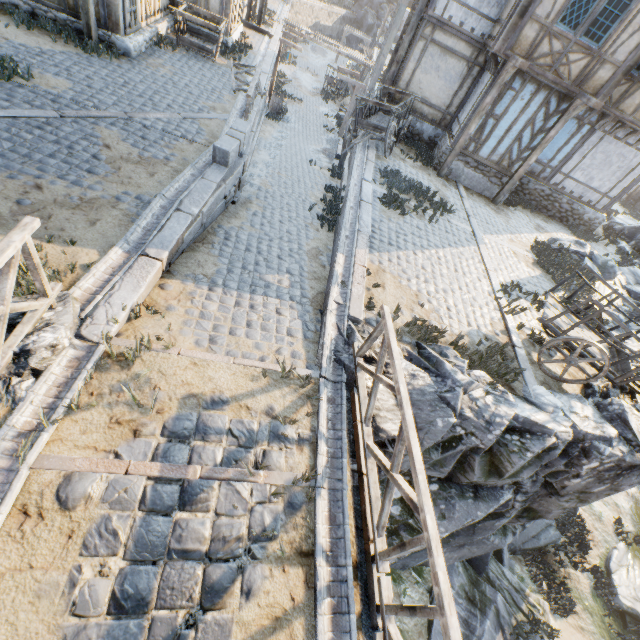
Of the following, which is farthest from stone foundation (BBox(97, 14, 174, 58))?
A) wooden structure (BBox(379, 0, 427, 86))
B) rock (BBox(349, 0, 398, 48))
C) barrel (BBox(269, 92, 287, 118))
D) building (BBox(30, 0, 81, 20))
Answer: rock (BBox(349, 0, 398, 48))

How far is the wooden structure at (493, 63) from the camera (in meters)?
10.85

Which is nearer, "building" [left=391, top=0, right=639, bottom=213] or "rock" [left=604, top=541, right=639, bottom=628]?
"building" [left=391, top=0, right=639, bottom=213]

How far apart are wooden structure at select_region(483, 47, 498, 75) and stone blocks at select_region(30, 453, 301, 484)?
14.6m

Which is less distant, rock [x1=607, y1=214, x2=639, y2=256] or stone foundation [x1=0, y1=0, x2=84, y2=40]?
stone foundation [x1=0, y1=0, x2=84, y2=40]

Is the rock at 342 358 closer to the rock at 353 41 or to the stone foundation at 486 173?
the rock at 353 41

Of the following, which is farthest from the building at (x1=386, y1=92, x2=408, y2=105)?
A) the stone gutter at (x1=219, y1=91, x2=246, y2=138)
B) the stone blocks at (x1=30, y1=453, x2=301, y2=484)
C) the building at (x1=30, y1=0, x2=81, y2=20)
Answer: the stone blocks at (x1=30, y1=453, x2=301, y2=484)

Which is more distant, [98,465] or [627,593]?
[627,593]
